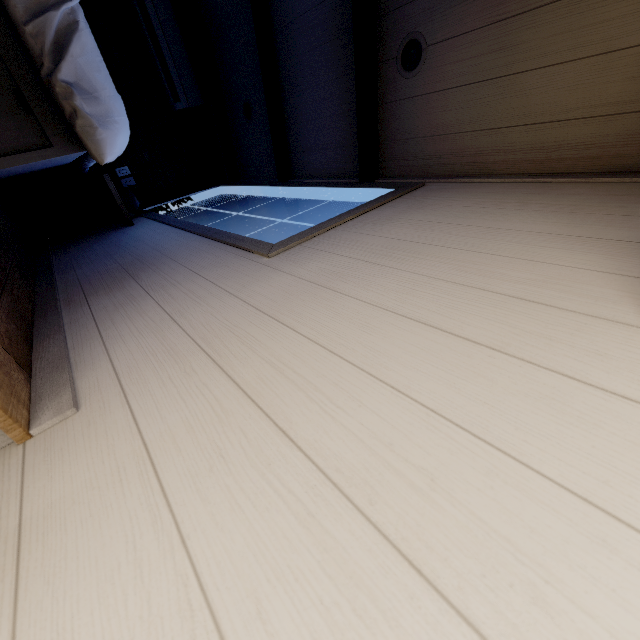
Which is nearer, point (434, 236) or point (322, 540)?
point (322, 540)

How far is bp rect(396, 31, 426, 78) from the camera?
1.8 meters

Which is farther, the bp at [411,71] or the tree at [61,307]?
the bp at [411,71]

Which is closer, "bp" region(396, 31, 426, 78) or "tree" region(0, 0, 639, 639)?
"tree" region(0, 0, 639, 639)

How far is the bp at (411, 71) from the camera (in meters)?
1.80
